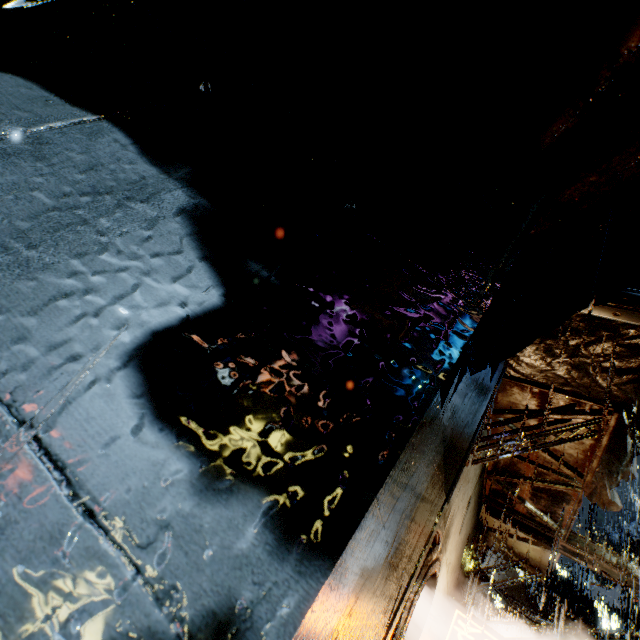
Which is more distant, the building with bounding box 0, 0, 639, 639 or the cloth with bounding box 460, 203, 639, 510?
the cloth with bounding box 460, 203, 639, 510

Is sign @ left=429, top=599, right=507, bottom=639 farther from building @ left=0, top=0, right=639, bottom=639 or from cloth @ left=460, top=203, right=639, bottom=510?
cloth @ left=460, top=203, right=639, bottom=510

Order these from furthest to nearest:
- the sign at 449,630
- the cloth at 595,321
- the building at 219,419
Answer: the sign at 449,630 → the cloth at 595,321 → the building at 219,419

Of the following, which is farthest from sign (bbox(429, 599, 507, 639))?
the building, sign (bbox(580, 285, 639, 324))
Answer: sign (bbox(580, 285, 639, 324))

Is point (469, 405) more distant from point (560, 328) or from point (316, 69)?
point (316, 69)

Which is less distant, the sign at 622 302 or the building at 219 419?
the building at 219 419

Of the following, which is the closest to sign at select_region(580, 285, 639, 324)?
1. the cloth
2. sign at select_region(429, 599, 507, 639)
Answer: the cloth
